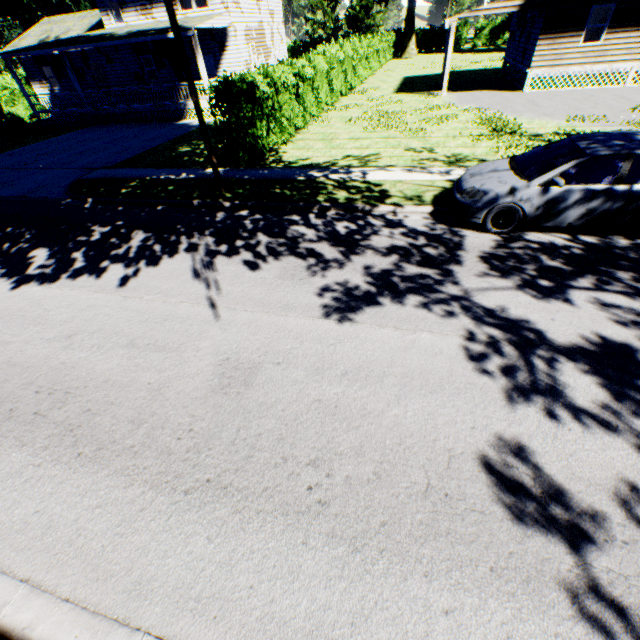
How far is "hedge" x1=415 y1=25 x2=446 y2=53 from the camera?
49.6m

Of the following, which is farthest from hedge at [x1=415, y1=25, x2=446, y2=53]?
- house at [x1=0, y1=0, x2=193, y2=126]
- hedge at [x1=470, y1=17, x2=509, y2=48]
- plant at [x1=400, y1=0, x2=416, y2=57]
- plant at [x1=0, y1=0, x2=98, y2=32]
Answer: house at [x1=0, y1=0, x2=193, y2=126]

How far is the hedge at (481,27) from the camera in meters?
47.7 m

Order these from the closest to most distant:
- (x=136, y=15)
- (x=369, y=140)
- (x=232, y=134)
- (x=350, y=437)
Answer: (x=350, y=437) → (x=232, y=134) → (x=369, y=140) → (x=136, y=15)

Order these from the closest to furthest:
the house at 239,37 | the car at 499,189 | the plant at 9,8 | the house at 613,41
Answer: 1. the car at 499,189
2. the house at 613,41
3. the house at 239,37
4. the plant at 9,8

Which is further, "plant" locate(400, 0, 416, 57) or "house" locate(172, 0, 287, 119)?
"plant" locate(400, 0, 416, 57)

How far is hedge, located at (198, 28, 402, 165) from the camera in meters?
10.9

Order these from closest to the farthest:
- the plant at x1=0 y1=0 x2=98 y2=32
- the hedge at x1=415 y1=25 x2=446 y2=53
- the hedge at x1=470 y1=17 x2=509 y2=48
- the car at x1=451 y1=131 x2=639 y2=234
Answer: the car at x1=451 y1=131 x2=639 y2=234 < the plant at x1=0 y1=0 x2=98 y2=32 < the hedge at x1=470 y1=17 x2=509 y2=48 < the hedge at x1=415 y1=25 x2=446 y2=53
